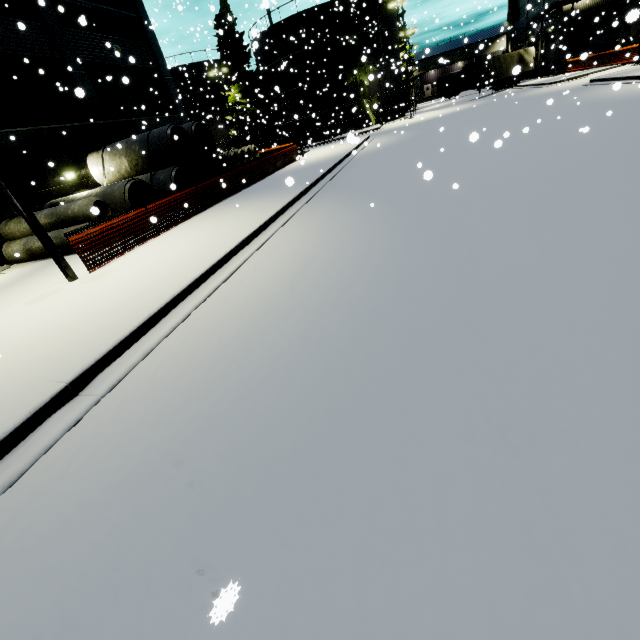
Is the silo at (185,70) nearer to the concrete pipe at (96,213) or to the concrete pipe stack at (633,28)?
the concrete pipe stack at (633,28)

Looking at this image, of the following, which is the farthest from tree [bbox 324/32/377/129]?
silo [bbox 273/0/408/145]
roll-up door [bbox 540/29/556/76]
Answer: roll-up door [bbox 540/29/556/76]

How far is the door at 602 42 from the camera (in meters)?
35.65

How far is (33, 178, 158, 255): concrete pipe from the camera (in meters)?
12.39

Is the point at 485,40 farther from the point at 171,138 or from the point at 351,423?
the point at 351,423

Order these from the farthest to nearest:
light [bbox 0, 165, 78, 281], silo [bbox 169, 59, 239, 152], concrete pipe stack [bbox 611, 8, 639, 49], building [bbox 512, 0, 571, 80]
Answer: silo [bbox 169, 59, 239, 152] → building [bbox 512, 0, 571, 80] → light [bbox 0, 165, 78, 281] → concrete pipe stack [bbox 611, 8, 639, 49]

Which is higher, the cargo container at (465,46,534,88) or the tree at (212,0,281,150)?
the tree at (212,0,281,150)

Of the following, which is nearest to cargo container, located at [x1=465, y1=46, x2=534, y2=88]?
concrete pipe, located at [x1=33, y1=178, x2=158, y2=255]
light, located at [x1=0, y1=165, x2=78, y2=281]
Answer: concrete pipe, located at [x1=33, y1=178, x2=158, y2=255]
